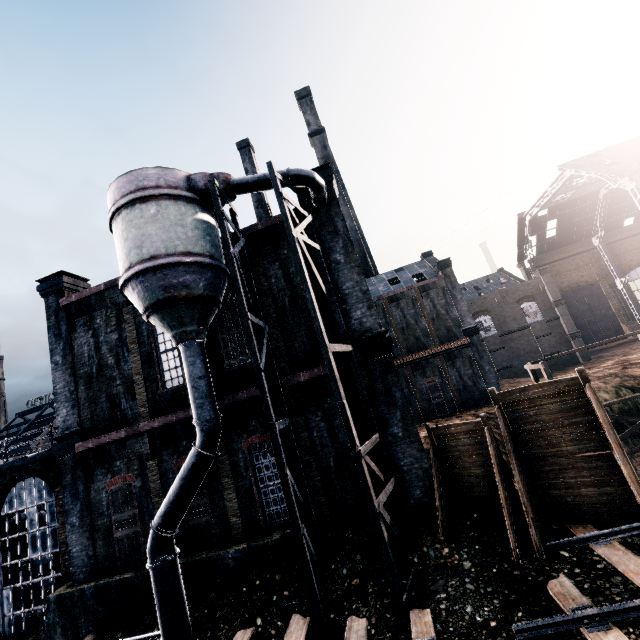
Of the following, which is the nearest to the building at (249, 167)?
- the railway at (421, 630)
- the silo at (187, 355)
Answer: the silo at (187, 355)

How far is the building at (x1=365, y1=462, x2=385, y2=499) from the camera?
12.98m

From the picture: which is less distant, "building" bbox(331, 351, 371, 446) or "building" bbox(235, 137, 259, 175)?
"building" bbox(331, 351, 371, 446)

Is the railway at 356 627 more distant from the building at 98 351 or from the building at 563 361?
the building at 563 361

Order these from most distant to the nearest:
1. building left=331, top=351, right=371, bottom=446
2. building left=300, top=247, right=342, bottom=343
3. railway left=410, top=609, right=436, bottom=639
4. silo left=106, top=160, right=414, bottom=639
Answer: building left=300, top=247, right=342, bottom=343 < building left=331, top=351, right=371, bottom=446 < silo left=106, top=160, right=414, bottom=639 < railway left=410, top=609, right=436, bottom=639

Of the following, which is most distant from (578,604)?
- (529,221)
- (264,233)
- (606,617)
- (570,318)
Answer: (529,221)

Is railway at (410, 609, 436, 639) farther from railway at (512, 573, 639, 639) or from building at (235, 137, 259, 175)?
building at (235, 137, 259, 175)
